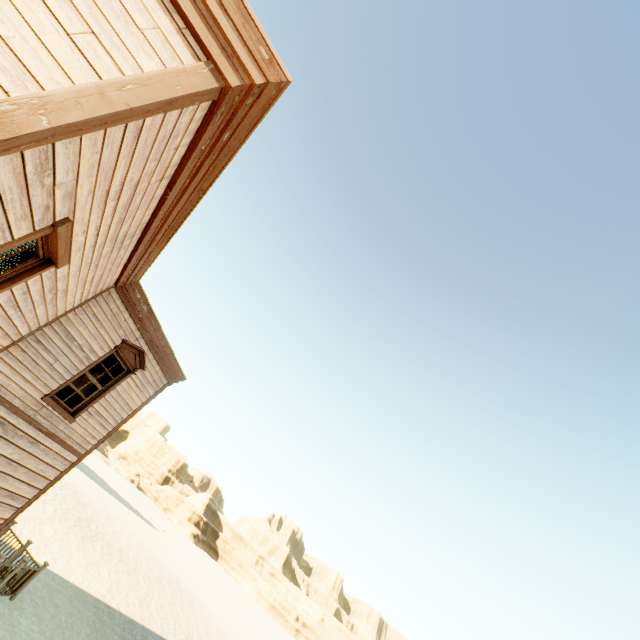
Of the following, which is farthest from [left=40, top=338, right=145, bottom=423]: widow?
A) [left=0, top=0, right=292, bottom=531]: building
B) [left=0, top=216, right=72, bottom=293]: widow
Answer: [left=0, top=216, right=72, bottom=293]: widow

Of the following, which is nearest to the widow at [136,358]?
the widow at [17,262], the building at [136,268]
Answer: the building at [136,268]

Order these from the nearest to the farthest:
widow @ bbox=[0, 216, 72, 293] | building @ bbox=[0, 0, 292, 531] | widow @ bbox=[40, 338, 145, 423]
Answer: building @ bbox=[0, 0, 292, 531] < widow @ bbox=[0, 216, 72, 293] < widow @ bbox=[40, 338, 145, 423]

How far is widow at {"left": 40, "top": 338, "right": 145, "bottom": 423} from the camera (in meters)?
7.58

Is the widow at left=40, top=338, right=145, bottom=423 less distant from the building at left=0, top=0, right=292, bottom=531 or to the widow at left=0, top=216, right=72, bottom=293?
the building at left=0, top=0, right=292, bottom=531

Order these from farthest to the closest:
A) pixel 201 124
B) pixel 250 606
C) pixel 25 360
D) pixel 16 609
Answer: pixel 250 606 → pixel 16 609 → pixel 25 360 → pixel 201 124

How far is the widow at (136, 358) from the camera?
7.6 meters
